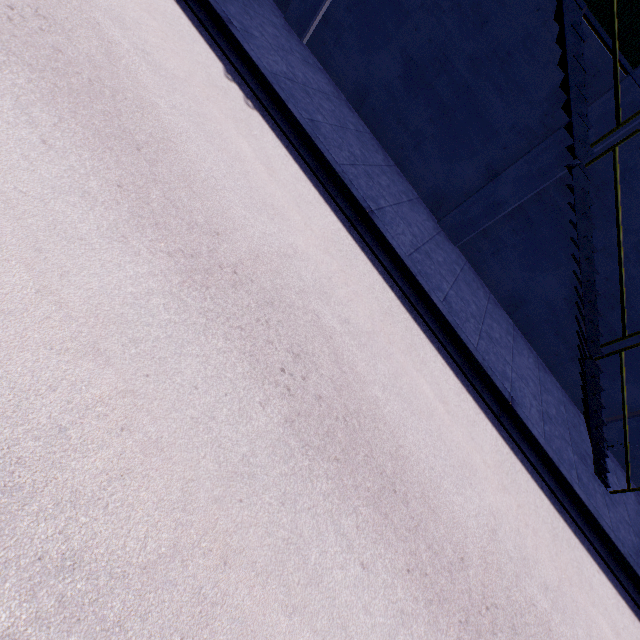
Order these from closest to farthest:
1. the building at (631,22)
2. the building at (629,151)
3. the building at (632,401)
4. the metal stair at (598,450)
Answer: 1. the metal stair at (598,450)
2. the building at (631,22)
3. the building at (629,151)
4. the building at (632,401)

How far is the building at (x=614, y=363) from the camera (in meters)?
9.34

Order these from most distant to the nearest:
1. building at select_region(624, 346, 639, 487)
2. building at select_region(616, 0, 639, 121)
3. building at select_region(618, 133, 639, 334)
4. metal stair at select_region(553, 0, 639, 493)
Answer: building at select_region(624, 346, 639, 487), building at select_region(618, 133, 639, 334), building at select_region(616, 0, 639, 121), metal stair at select_region(553, 0, 639, 493)

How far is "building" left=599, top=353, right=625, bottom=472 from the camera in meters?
9.3 m

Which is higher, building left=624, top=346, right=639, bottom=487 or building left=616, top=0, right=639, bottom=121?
building left=616, top=0, right=639, bottom=121

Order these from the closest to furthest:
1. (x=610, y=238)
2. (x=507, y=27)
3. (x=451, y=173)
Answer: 1. (x=507, y=27)
2. (x=610, y=238)
3. (x=451, y=173)

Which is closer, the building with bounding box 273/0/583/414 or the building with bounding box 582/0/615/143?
the building with bounding box 582/0/615/143
